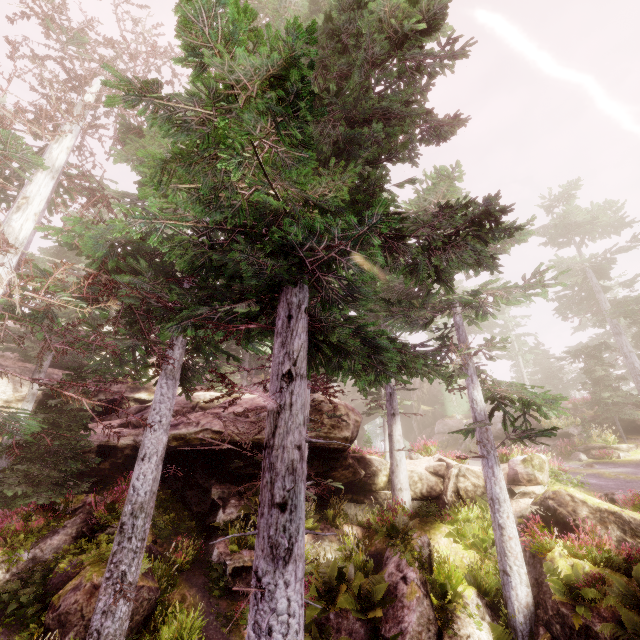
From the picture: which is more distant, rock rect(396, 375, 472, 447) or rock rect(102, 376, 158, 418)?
rock rect(396, 375, 472, 447)

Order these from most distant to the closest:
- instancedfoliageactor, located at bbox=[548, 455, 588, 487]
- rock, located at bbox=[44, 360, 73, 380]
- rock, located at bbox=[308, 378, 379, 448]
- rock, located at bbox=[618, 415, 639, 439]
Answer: rock, located at bbox=[618, 415, 639, 439] < rock, located at bbox=[44, 360, 73, 380] < rock, located at bbox=[308, 378, 379, 448] < instancedfoliageactor, located at bbox=[548, 455, 588, 487]

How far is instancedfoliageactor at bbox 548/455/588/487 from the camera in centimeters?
1279cm

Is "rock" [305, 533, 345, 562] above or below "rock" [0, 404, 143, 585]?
below

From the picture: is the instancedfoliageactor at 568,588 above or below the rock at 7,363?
below

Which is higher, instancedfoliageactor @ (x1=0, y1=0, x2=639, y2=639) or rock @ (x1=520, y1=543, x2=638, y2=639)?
instancedfoliageactor @ (x1=0, y1=0, x2=639, y2=639)

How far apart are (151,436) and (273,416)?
5.6m

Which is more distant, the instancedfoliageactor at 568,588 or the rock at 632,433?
the rock at 632,433
